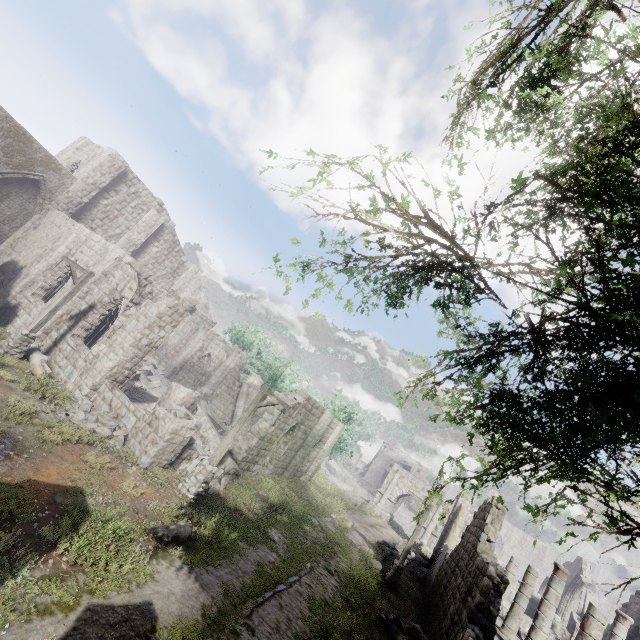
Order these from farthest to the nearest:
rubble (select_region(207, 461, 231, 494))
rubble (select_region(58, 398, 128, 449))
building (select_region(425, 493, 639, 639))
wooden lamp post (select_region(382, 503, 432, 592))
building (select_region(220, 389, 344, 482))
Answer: building (select_region(220, 389, 344, 482)), wooden lamp post (select_region(382, 503, 432, 592)), rubble (select_region(207, 461, 231, 494)), rubble (select_region(58, 398, 128, 449)), building (select_region(425, 493, 639, 639))

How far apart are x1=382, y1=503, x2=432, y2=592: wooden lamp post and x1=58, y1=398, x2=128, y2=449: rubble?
14.99m

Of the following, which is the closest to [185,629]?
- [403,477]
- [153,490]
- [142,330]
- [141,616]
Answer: [141,616]

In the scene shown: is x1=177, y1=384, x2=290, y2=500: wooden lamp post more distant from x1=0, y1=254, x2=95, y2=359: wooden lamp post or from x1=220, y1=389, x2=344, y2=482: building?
x1=0, y1=254, x2=95, y2=359: wooden lamp post

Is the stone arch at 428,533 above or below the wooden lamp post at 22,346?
above

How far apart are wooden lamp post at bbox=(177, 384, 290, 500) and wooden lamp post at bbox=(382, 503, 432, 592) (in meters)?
11.57

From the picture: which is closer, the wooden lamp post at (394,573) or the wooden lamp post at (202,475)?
the wooden lamp post at (202,475)

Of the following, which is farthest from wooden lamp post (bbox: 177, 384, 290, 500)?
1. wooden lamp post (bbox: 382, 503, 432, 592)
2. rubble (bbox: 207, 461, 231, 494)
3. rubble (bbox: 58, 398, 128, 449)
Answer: wooden lamp post (bbox: 382, 503, 432, 592)
